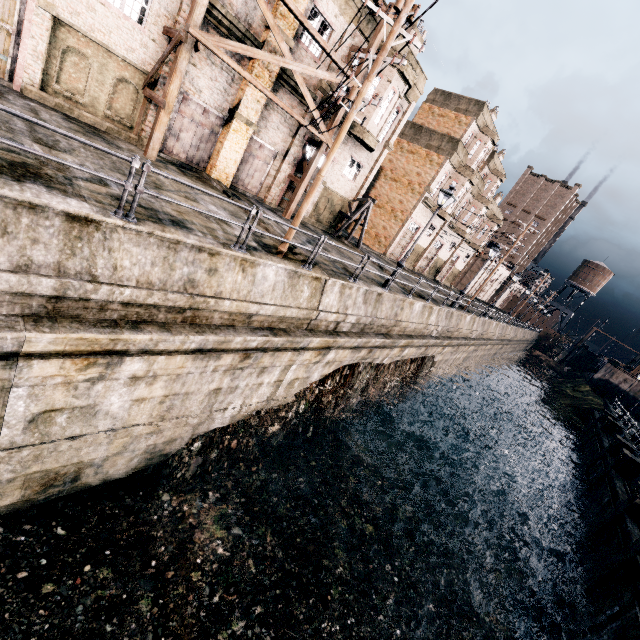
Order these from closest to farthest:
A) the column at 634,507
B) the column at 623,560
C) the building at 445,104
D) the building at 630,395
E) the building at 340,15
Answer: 1. the column at 623,560
2. the building at 340,15
3. the column at 634,507
4. the building at 445,104
5. the building at 630,395

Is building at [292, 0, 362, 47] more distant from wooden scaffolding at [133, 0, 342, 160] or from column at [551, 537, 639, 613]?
column at [551, 537, 639, 613]

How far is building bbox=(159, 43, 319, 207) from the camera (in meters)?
15.03

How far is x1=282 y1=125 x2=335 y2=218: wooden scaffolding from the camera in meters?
17.9 m

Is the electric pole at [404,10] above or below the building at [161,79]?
above

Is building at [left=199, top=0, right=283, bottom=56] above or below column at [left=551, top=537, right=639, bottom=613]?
above

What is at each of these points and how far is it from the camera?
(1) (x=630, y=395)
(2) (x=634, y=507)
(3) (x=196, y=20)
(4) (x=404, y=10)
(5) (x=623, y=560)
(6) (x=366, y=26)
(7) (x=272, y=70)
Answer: (1) building, 50.3 meters
(2) column, 17.4 meters
(3) wooden scaffolding, 11.8 meters
(4) electric pole, 8.8 meters
(5) column, 14.3 meters
(6) building, 17.7 meters
(7) building, 15.9 meters
